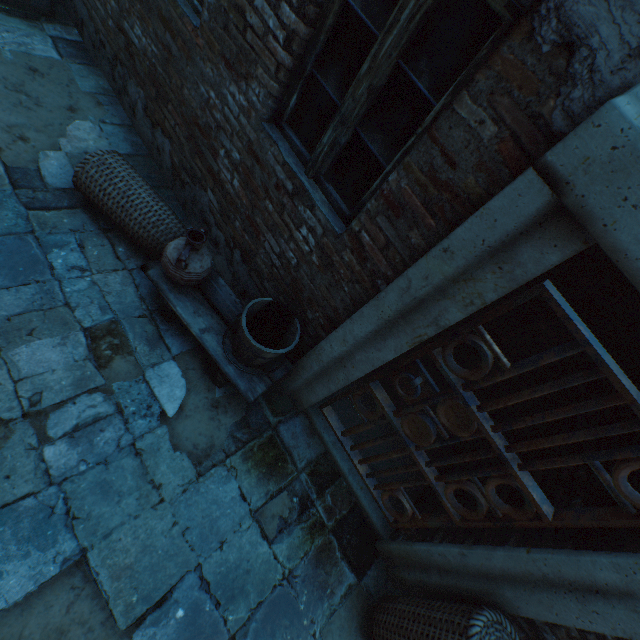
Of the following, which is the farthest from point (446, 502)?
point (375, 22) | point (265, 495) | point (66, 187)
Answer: point (66, 187)

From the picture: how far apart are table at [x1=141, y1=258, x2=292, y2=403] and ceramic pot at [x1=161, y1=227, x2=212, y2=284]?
0.1m

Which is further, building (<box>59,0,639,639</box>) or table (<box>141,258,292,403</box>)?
table (<box>141,258,292,403</box>)

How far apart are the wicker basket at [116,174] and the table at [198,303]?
0.2 meters

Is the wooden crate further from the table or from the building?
the table

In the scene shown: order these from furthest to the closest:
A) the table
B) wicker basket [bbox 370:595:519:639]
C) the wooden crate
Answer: the wooden crate, the table, wicker basket [bbox 370:595:519:639]

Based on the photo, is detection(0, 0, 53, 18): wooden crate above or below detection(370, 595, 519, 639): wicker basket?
below

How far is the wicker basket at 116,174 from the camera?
2.7m
